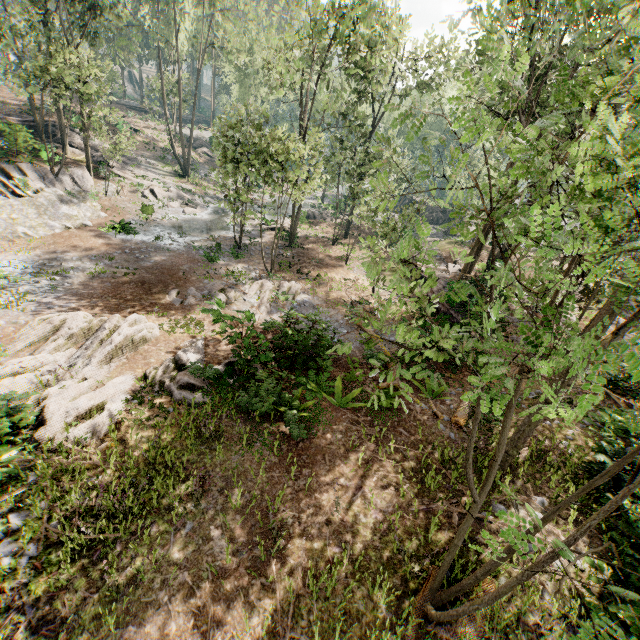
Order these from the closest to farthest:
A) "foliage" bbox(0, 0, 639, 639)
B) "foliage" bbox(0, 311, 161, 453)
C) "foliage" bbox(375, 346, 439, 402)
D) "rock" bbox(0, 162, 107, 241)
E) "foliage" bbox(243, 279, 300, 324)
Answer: "foliage" bbox(0, 0, 639, 639) → "foliage" bbox(375, 346, 439, 402) → "foliage" bbox(0, 311, 161, 453) → "foliage" bbox(243, 279, 300, 324) → "rock" bbox(0, 162, 107, 241)

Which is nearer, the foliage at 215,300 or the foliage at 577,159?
the foliage at 577,159

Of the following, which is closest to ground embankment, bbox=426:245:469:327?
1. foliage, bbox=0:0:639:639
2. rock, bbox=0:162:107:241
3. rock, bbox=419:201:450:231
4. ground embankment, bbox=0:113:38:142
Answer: foliage, bbox=0:0:639:639

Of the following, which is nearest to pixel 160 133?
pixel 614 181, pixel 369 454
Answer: pixel 369 454

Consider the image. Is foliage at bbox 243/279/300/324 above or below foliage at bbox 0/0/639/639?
below

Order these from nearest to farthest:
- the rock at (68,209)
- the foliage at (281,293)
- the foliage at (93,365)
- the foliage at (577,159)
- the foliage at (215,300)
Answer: the foliage at (577,159) < the foliage at (93,365) < the foliage at (215,300) < the foliage at (281,293) < the rock at (68,209)
